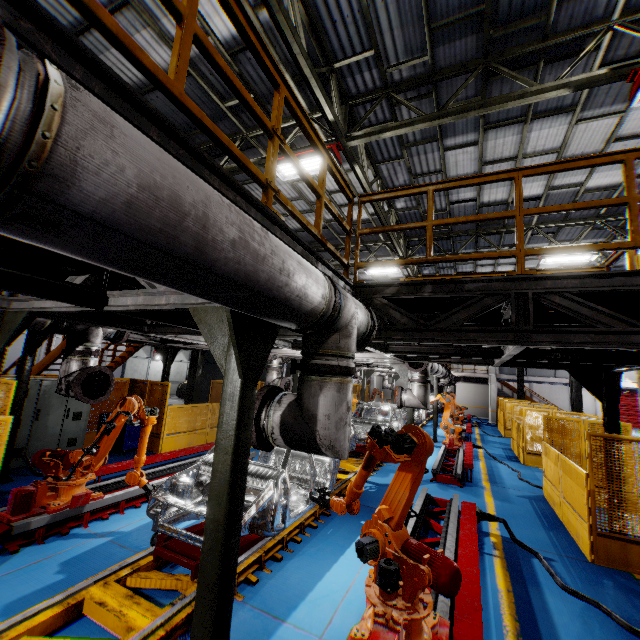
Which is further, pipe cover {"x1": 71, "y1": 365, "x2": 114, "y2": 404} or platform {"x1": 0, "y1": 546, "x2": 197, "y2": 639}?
pipe cover {"x1": 71, "y1": 365, "x2": 114, "y2": 404}

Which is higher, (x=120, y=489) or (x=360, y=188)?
(x=360, y=188)

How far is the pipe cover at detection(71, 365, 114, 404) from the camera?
4.8 meters

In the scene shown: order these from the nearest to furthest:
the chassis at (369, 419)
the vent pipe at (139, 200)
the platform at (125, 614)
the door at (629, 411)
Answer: the vent pipe at (139, 200)
the platform at (125, 614)
the chassis at (369, 419)
the door at (629, 411)

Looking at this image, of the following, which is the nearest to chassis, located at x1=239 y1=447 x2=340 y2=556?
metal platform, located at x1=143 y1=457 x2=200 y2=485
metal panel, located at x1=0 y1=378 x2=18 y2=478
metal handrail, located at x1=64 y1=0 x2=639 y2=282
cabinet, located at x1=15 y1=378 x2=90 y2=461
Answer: metal platform, located at x1=143 y1=457 x2=200 y2=485

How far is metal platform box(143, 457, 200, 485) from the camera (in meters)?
7.01

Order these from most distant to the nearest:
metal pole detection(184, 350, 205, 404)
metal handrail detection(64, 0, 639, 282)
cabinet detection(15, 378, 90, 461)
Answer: metal pole detection(184, 350, 205, 404) < cabinet detection(15, 378, 90, 461) < metal handrail detection(64, 0, 639, 282)

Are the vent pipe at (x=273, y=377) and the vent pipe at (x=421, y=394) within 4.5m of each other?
yes
